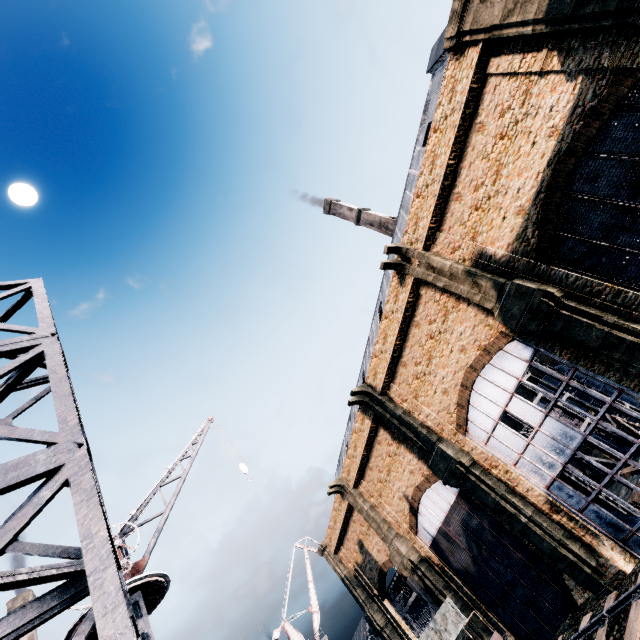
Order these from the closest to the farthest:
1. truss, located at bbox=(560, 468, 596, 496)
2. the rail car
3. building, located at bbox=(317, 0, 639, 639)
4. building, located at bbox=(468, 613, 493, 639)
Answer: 1. building, located at bbox=(317, 0, 639, 639)
2. the rail car
3. truss, located at bbox=(560, 468, 596, 496)
4. building, located at bbox=(468, 613, 493, 639)

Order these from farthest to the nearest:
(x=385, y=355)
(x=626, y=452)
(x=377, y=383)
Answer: (x=626, y=452), (x=377, y=383), (x=385, y=355)

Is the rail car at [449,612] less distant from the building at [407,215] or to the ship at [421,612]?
the building at [407,215]

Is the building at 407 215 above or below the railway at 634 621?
above

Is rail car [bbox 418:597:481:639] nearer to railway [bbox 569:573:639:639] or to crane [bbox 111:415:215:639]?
railway [bbox 569:573:639:639]

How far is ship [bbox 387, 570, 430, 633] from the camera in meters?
42.5

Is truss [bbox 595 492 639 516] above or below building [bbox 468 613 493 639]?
below

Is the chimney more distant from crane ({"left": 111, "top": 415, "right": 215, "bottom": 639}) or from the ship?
crane ({"left": 111, "top": 415, "right": 215, "bottom": 639})
